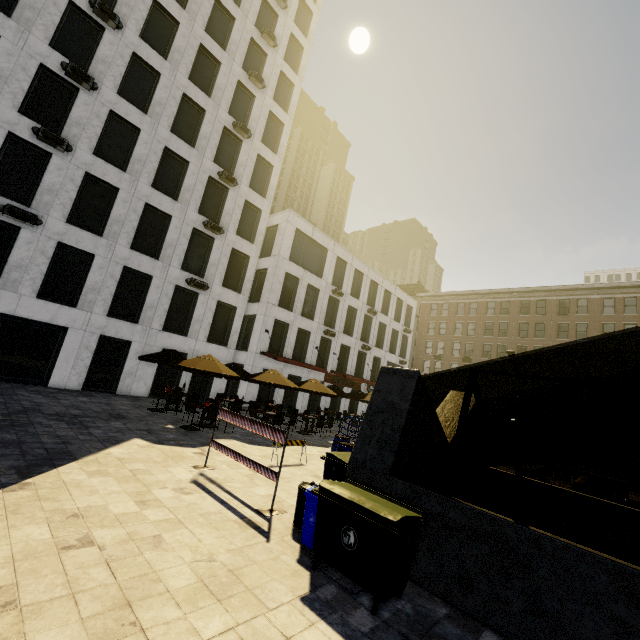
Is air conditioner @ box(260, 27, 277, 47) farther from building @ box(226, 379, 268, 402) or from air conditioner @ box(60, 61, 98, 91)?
air conditioner @ box(60, 61, 98, 91)

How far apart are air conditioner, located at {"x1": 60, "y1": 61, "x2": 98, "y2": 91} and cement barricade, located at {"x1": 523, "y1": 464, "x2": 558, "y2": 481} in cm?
2937

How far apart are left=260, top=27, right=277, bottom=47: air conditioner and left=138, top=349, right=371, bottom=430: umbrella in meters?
25.2

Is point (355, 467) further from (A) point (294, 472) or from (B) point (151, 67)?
(B) point (151, 67)

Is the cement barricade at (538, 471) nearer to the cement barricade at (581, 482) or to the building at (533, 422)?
the cement barricade at (581, 482)

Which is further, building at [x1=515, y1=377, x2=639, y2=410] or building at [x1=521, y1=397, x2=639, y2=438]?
building at [x1=521, y1=397, x2=639, y2=438]

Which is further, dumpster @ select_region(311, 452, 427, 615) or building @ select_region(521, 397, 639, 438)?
building @ select_region(521, 397, 639, 438)

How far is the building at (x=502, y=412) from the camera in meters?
39.3 m
